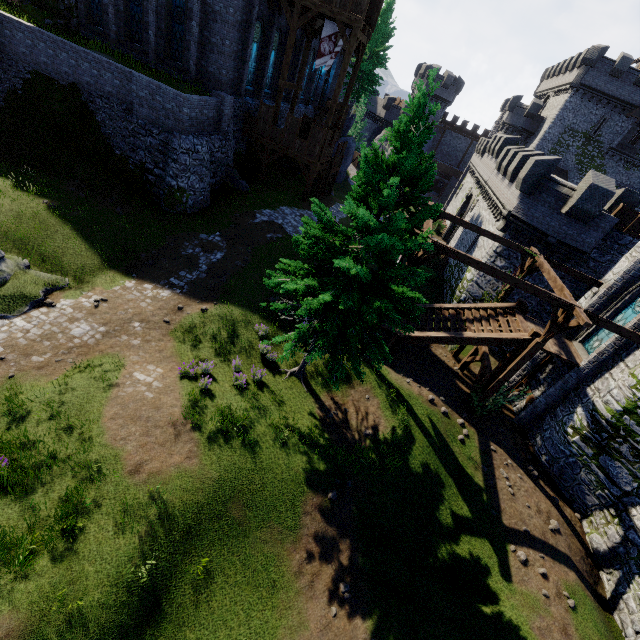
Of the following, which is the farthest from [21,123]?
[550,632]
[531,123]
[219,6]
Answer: [531,123]

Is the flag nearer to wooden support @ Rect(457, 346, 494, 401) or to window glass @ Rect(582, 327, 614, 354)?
wooden support @ Rect(457, 346, 494, 401)

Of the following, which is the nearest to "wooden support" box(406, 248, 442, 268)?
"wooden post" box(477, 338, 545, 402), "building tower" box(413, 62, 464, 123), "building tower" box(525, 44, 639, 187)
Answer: "wooden post" box(477, 338, 545, 402)

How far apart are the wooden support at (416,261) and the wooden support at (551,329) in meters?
3.7 m

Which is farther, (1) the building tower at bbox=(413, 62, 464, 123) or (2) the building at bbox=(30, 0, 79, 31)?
(1) the building tower at bbox=(413, 62, 464, 123)

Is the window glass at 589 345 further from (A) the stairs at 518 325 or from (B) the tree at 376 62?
(B) the tree at 376 62

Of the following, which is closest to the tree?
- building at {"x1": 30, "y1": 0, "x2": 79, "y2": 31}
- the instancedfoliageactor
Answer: building at {"x1": 30, "y1": 0, "x2": 79, "y2": 31}

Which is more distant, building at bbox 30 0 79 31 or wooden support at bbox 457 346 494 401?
building at bbox 30 0 79 31
